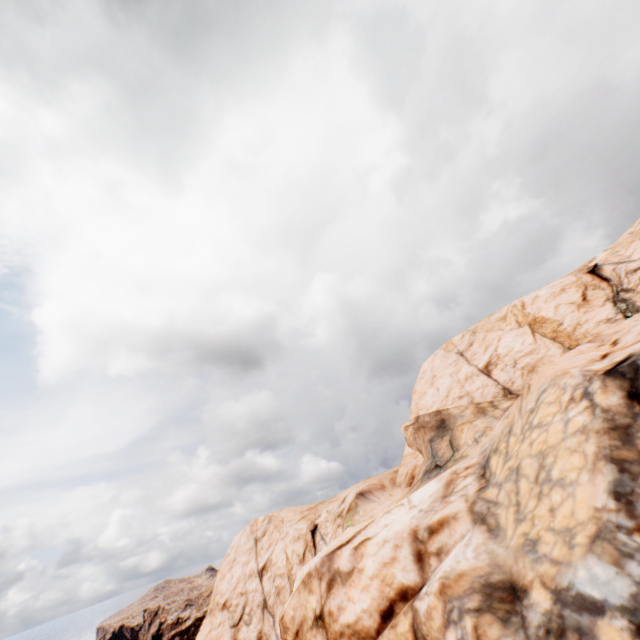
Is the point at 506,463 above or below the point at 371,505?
above
